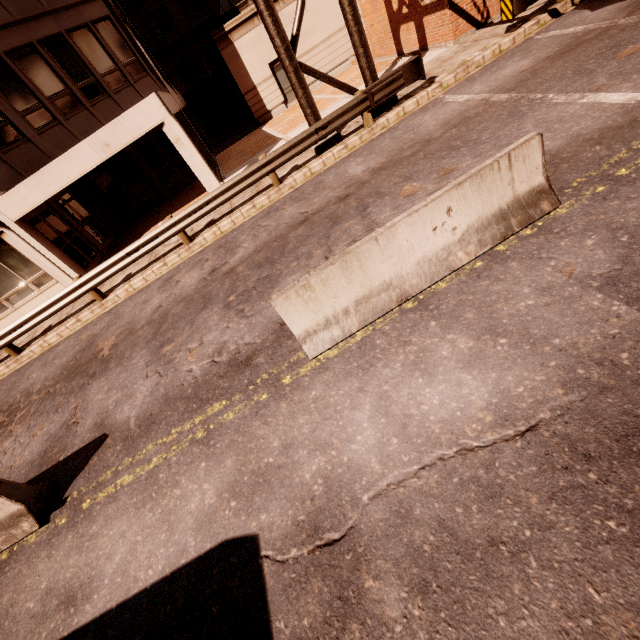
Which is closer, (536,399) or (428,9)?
(536,399)

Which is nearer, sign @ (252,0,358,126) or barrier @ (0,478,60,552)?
barrier @ (0,478,60,552)

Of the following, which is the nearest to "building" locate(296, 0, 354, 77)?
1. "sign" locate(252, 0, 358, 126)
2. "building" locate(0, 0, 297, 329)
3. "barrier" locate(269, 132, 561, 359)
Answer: "building" locate(0, 0, 297, 329)

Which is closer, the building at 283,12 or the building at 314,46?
the building at 283,12

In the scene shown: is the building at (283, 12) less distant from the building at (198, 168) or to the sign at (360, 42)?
the building at (198, 168)

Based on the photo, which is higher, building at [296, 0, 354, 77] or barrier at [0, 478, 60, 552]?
building at [296, 0, 354, 77]

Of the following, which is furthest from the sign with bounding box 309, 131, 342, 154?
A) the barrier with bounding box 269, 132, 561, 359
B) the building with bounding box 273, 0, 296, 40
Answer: the building with bounding box 273, 0, 296, 40

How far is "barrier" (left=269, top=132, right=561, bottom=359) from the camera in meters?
4.1
